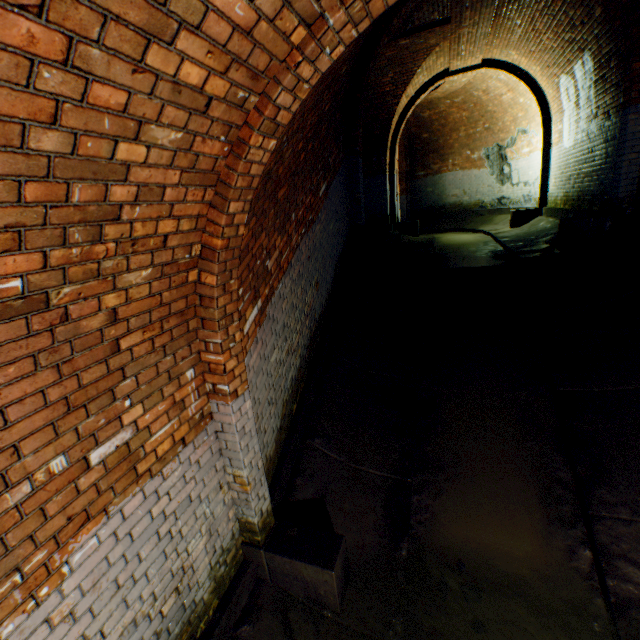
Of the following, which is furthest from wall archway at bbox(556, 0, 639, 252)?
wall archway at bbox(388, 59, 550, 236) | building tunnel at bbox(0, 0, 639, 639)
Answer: wall archway at bbox(388, 59, 550, 236)

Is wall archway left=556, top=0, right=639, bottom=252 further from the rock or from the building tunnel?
the rock

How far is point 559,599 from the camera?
2.8m

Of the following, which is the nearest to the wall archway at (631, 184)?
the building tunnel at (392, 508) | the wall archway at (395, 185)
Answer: the building tunnel at (392, 508)

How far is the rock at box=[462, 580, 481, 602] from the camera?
2.9m

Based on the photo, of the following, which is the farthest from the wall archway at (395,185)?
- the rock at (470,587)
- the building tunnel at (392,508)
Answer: the rock at (470,587)

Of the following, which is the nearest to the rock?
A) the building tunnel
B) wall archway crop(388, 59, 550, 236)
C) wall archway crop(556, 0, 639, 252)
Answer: the building tunnel
